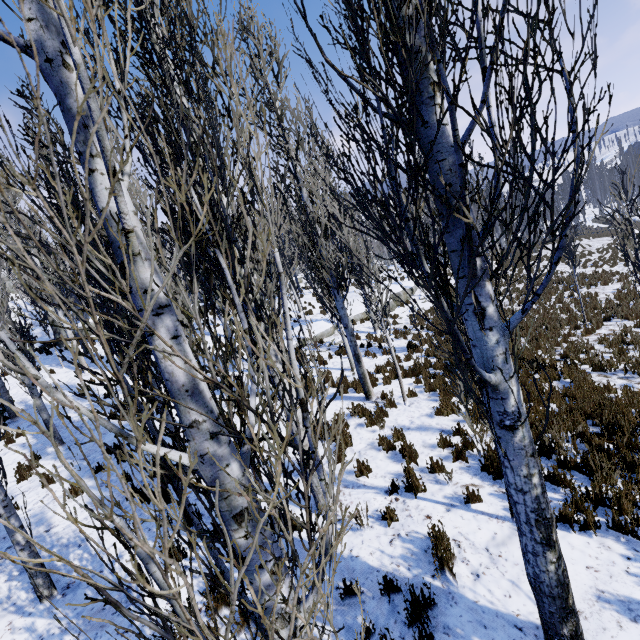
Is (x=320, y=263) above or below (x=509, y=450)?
above

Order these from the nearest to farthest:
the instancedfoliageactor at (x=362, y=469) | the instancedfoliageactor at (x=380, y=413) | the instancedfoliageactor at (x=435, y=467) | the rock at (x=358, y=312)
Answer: the instancedfoliageactor at (x=435, y=467)
the instancedfoliageactor at (x=362, y=469)
the instancedfoliageactor at (x=380, y=413)
the rock at (x=358, y=312)

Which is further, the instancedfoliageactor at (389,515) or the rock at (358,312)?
the rock at (358,312)

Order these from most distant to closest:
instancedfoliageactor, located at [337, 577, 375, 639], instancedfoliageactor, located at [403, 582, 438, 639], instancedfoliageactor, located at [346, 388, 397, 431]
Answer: instancedfoliageactor, located at [346, 388, 397, 431] < instancedfoliageactor, located at [403, 582, 438, 639] < instancedfoliageactor, located at [337, 577, 375, 639]

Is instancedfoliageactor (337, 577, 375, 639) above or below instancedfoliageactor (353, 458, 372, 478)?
below

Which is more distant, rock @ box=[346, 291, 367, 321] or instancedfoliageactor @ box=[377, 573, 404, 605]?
rock @ box=[346, 291, 367, 321]
